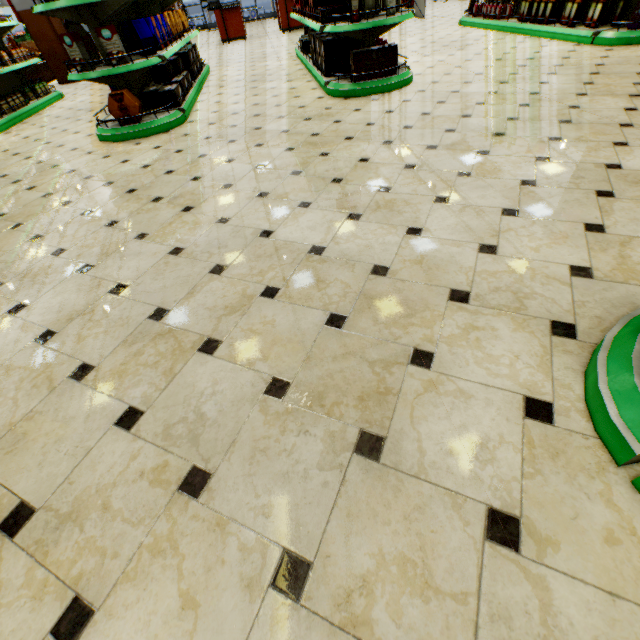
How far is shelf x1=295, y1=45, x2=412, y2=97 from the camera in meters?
4.3 m

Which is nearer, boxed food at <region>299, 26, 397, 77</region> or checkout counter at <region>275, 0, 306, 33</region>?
boxed food at <region>299, 26, 397, 77</region>

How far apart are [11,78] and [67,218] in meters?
7.4 m

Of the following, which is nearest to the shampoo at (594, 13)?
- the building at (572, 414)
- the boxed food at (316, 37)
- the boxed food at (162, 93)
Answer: the building at (572, 414)

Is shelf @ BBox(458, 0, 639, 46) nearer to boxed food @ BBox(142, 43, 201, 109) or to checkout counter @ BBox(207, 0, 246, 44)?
checkout counter @ BBox(207, 0, 246, 44)

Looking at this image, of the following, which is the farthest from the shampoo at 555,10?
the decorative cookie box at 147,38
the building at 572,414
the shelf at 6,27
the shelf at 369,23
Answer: the shelf at 6,27

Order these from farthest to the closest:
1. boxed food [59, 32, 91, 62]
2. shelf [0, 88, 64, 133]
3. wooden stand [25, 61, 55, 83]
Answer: wooden stand [25, 61, 55, 83] → shelf [0, 88, 64, 133] → boxed food [59, 32, 91, 62]

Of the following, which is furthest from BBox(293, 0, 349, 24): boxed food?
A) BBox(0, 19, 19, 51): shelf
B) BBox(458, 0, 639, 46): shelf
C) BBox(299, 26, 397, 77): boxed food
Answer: BBox(0, 19, 19, 51): shelf
